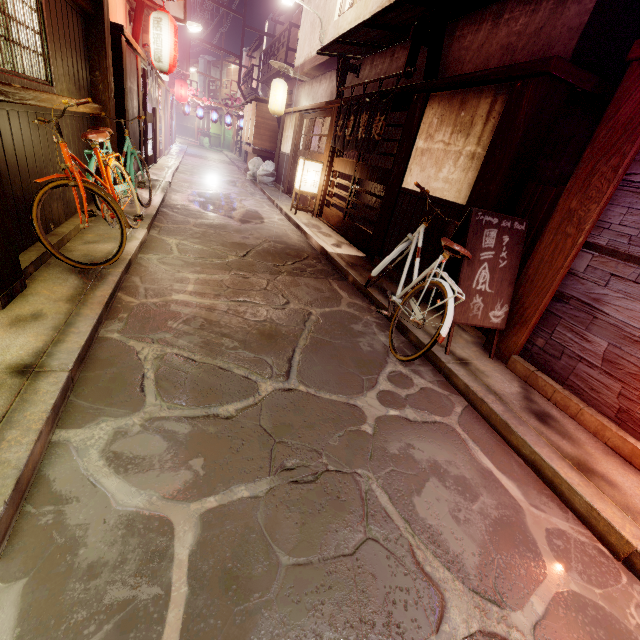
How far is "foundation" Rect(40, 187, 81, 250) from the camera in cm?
680

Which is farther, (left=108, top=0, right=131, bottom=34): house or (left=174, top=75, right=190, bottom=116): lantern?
(left=174, top=75, right=190, bottom=116): lantern

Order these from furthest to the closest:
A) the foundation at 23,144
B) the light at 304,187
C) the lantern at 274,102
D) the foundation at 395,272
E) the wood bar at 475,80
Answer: the lantern at 274,102 < the light at 304,187 < the foundation at 395,272 < the wood bar at 475,80 < the foundation at 23,144

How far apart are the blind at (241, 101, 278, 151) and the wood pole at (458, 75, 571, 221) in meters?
22.8

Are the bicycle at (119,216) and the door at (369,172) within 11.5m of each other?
yes

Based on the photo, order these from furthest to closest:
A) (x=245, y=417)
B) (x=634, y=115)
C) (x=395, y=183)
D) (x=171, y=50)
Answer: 1. (x=171, y=50)
2. (x=395, y=183)
3. (x=634, y=115)
4. (x=245, y=417)

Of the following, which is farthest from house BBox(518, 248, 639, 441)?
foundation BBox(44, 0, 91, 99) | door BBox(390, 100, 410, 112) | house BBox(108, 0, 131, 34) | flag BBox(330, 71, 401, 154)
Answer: house BBox(108, 0, 131, 34)

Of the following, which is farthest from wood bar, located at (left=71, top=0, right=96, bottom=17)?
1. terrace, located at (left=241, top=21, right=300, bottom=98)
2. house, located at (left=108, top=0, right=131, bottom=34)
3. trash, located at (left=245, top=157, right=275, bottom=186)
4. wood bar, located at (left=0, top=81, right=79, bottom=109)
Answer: terrace, located at (left=241, top=21, right=300, bottom=98)
